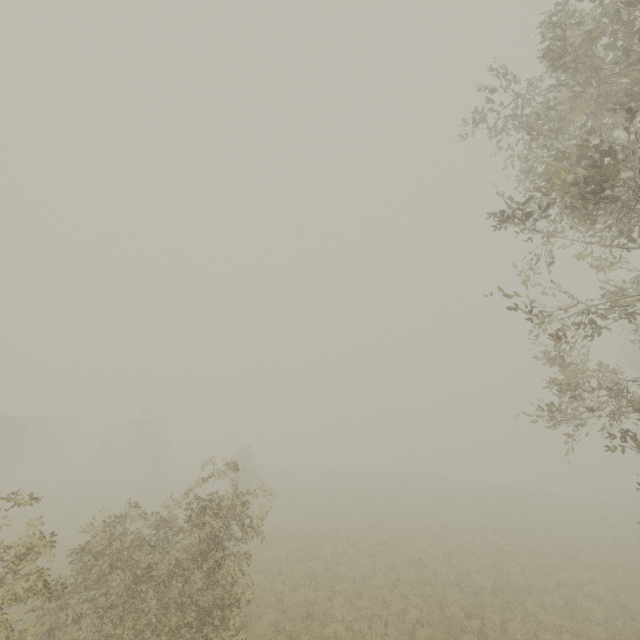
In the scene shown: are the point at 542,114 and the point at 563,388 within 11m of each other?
yes
